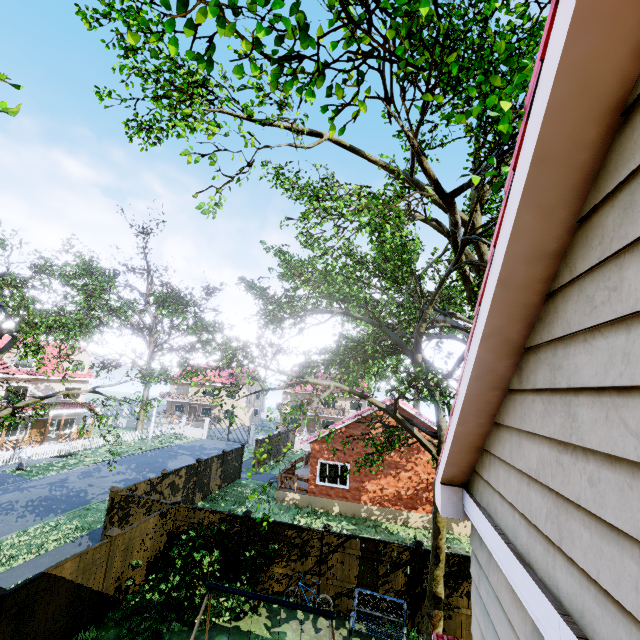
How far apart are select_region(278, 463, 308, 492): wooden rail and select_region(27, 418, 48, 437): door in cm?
2389

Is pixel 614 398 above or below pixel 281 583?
above

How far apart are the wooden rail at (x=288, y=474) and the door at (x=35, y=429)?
23.9m

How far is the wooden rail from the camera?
19.9m

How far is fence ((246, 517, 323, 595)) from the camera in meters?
11.1 m

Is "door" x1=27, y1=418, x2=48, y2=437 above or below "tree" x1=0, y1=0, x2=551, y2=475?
below

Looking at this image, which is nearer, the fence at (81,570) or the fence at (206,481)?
the fence at (81,570)

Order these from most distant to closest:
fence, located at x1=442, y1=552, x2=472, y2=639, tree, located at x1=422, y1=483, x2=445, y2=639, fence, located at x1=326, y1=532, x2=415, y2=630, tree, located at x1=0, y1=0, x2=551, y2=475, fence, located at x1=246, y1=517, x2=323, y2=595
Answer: fence, located at x1=246, y1=517, x2=323, y2=595 < fence, located at x1=326, y1=532, x2=415, y2=630 < fence, located at x1=442, y1=552, x2=472, y2=639 < tree, located at x1=422, y1=483, x2=445, y2=639 < tree, located at x1=0, y1=0, x2=551, y2=475
